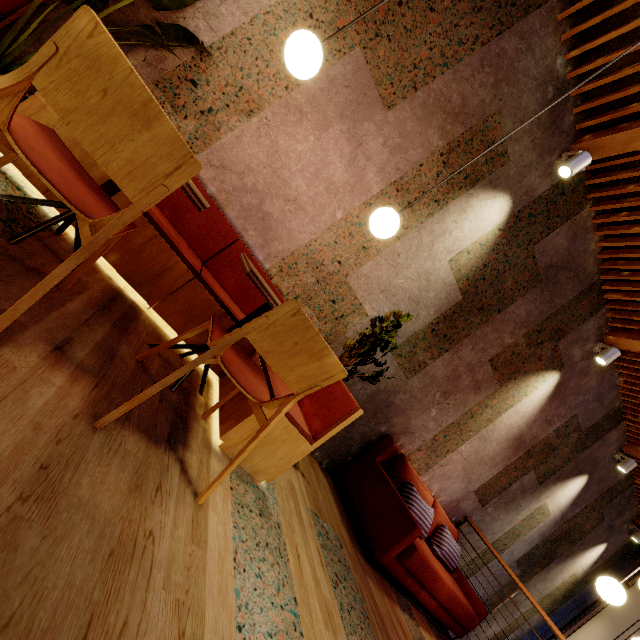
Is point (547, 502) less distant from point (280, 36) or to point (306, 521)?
point (306, 521)

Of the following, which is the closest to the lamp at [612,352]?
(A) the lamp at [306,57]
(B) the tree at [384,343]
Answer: (B) the tree at [384,343]

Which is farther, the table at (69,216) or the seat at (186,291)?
the seat at (186,291)

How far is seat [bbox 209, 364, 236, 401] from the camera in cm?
223

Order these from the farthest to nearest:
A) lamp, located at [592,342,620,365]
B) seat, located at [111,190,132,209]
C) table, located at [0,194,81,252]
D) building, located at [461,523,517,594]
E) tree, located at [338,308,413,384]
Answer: building, located at [461,523,517,594] → lamp, located at [592,342,620,365] → tree, located at [338,308,413,384] → seat, located at [111,190,132,209] → table, located at [0,194,81,252]

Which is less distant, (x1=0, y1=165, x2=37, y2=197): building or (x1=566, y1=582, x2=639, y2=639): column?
(x1=0, y1=165, x2=37, y2=197): building

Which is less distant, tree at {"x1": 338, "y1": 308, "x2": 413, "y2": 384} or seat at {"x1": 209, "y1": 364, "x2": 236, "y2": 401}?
seat at {"x1": 209, "y1": 364, "x2": 236, "y2": 401}

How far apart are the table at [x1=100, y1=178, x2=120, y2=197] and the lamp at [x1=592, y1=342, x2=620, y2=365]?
5.1m
